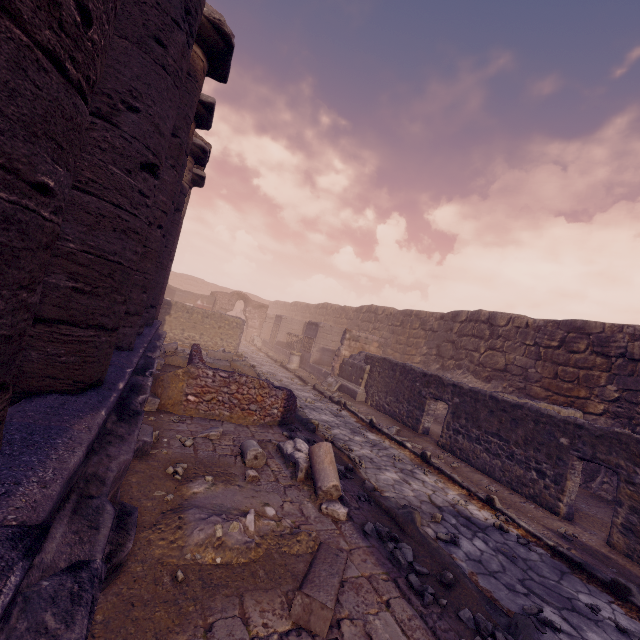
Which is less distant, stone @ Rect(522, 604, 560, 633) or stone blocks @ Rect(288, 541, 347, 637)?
stone blocks @ Rect(288, 541, 347, 637)

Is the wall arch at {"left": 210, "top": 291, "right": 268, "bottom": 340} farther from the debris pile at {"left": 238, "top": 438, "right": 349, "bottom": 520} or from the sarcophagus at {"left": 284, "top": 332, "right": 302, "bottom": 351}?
the debris pile at {"left": 238, "top": 438, "right": 349, "bottom": 520}

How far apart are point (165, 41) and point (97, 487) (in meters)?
3.78

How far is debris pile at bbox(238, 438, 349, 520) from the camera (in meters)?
3.97

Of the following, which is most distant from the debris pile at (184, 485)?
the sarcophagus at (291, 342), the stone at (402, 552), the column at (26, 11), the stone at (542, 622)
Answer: the sarcophagus at (291, 342)

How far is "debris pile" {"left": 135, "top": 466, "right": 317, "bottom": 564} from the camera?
2.8 meters

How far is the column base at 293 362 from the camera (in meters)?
17.92

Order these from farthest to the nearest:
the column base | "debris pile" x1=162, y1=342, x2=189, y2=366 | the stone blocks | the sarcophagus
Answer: the sarcophagus < the column base < "debris pile" x1=162, y1=342, x2=189, y2=366 < the stone blocks
